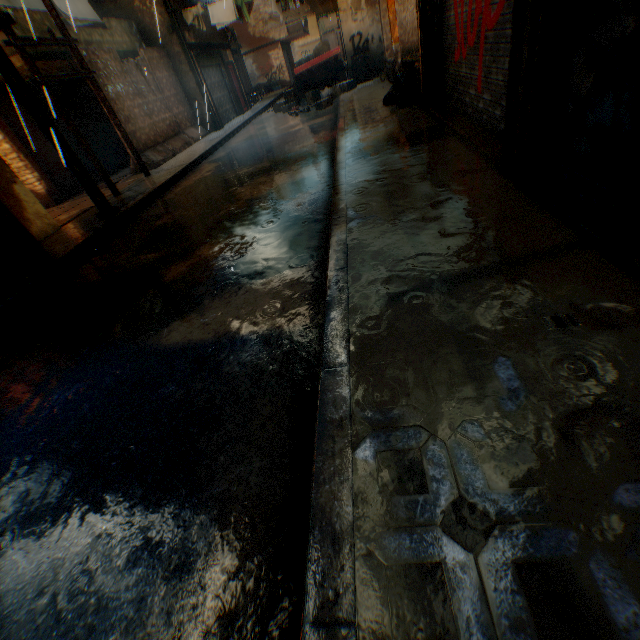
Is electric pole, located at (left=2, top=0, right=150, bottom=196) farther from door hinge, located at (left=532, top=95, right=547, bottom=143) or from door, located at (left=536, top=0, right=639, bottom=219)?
door hinge, located at (left=532, top=95, right=547, bottom=143)

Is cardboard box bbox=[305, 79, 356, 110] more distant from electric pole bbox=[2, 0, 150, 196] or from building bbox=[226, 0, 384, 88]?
electric pole bbox=[2, 0, 150, 196]

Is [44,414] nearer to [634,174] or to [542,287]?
[542,287]

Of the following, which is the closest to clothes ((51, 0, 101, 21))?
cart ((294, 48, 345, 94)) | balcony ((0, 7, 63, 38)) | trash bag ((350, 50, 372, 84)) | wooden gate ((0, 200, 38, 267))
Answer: balcony ((0, 7, 63, 38))

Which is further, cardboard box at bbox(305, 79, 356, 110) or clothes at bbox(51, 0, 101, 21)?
cardboard box at bbox(305, 79, 356, 110)

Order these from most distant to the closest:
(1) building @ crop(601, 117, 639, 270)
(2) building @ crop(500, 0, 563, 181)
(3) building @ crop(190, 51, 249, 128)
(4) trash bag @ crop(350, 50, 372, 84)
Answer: (3) building @ crop(190, 51, 249, 128), (4) trash bag @ crop(350, 50, 372, 84), (2) building @ crop(500, 0, 563, 181), (1) building @ crop(601, 117, 639, 270)

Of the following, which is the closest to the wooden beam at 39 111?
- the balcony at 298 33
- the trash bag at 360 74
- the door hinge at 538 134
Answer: the balcony at 298 33

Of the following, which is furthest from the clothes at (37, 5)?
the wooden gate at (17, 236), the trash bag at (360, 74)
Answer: the wooden gate at (17, 236)
